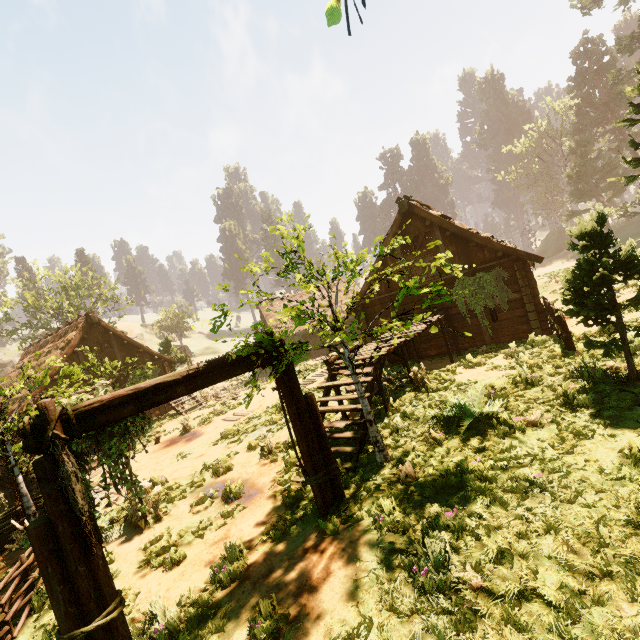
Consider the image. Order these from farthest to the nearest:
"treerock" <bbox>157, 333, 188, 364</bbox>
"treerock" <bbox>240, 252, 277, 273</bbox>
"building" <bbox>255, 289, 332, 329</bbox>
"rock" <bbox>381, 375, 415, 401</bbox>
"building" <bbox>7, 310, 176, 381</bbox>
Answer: "building" <bbox>255, 289, 332, 329</bbox> < "treerock" <bbox>157, 333, 188, 364</bbox> < "building" <bbox>7, 310, 176, 381</bbox> < "rock" <bbox>381, 375, 415, 401</bbox> < "treerock" <bbox>240, 252, 277, 273</bbox>

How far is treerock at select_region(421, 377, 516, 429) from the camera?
6.4m

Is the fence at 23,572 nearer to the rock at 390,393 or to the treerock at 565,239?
the treerock at 565,239

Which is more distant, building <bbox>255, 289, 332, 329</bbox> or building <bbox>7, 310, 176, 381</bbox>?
building <bbox>255, 289, 332, 329</bbox>

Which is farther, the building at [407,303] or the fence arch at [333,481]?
the building at [407,303]

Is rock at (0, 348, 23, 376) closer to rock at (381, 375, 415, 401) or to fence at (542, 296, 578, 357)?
rock at (381, 375, 415, 401)

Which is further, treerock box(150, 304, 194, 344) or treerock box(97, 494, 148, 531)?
treerock box(150, 304, 194, 344)

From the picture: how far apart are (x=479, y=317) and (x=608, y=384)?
8.23m
